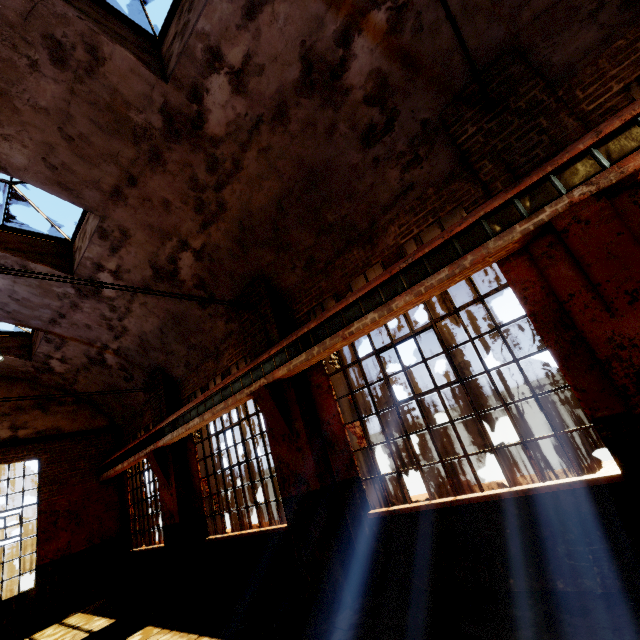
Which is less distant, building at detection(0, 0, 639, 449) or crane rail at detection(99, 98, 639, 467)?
crane rail at detection(99, 98, 639, 467)

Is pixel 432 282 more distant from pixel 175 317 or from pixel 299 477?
pixel 175 317

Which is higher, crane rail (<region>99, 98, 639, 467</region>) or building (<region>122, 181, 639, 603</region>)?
crane rail (<region>99, 98, 639, 467</region>)

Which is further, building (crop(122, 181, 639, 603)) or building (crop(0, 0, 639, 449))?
building (crop(0, 0, 639, 449))

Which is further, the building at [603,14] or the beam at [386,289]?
the building at [603,14]

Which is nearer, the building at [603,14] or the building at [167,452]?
the building at [167,452]

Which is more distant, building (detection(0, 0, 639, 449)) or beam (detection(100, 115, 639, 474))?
building (detection(0, 0, 639, 449))

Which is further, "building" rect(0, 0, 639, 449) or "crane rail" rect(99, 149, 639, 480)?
"building" rect(0, 0, 639, 449)
